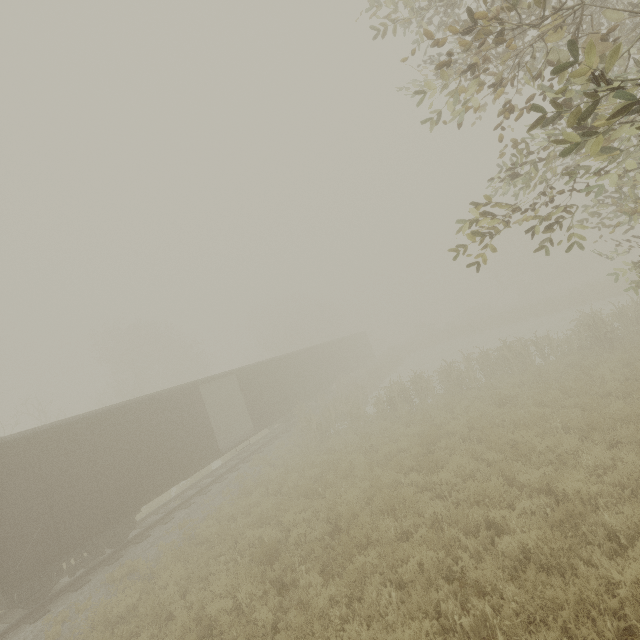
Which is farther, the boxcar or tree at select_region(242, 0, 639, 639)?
the boxcar

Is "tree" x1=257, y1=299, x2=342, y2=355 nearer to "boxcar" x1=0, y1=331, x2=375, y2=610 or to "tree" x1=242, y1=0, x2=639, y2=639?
"tree" x1=242, y1=0, x2=639, y2=639

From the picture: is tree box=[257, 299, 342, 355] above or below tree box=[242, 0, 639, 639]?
above

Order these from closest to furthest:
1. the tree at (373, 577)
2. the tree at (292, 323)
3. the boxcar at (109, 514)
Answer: the tree at (373, 577)
the boxcar at (109, 514)
the tree at (292, 323)

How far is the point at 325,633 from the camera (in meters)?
4.80

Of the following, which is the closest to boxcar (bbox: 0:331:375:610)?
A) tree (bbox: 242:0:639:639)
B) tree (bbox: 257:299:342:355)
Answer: tree (bbox: 242:0:639:639)

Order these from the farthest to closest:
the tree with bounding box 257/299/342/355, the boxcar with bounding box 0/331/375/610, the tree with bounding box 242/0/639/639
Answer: the tree with bounding box 257/299/342/355, the boxcar with bounding box 0/331/375/610, the tree with bounding box 242/0/639/639

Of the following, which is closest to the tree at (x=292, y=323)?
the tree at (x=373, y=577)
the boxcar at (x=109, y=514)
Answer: the tree at (x=373, y=577)
